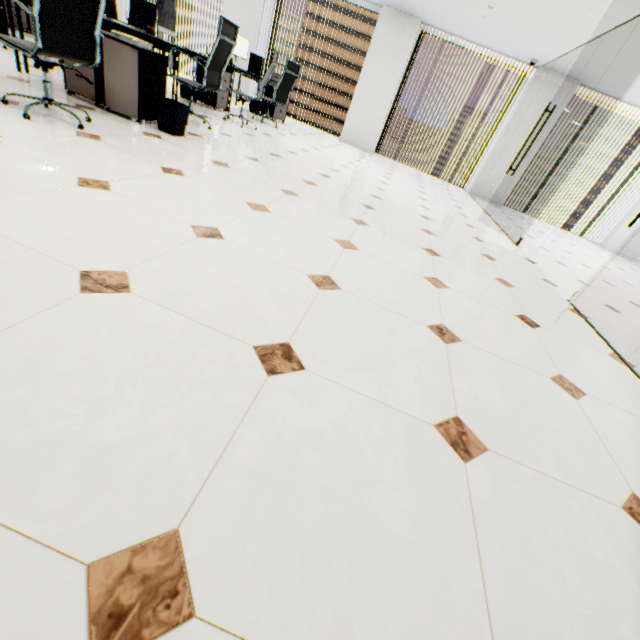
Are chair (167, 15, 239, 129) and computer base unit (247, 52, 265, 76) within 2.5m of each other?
no

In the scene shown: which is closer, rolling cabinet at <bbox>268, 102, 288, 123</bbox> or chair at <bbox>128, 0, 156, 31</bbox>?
chair at <bbox>128, 0, 156, 31</bbox>

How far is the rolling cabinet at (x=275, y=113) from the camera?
7.7 meters

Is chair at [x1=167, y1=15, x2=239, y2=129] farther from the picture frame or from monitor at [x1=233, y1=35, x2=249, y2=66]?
monitor at [x1=233, y1=35, x2=249, y2=66]

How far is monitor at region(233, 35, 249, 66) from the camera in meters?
6.6 m

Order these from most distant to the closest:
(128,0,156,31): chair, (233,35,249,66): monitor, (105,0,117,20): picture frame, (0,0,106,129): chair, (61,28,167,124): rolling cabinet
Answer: (233,35,249,66): monitor < (128,0,156,31): chair < (105,0,117,20): picture frame < (61,28,167,124): rolling cabinet < (0,0,106,129): chair

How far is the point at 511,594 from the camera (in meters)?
0.82

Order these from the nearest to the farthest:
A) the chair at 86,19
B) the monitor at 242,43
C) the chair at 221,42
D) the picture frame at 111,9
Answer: the chair at 86,19 < the chair at 221,42 < the picture frame at 111,9 < the monitor at 242,43
